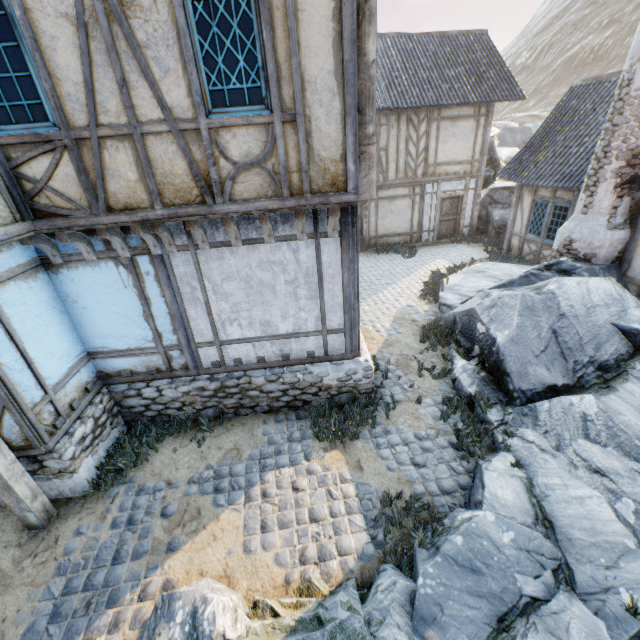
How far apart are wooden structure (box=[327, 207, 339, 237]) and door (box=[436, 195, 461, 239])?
12.2m

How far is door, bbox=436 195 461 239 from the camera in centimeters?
1538cm

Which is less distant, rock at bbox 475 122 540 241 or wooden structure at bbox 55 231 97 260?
wooden structure at bbox 55 231 97 260

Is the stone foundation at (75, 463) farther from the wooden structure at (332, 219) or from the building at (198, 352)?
the wooden structure at (332, 219)

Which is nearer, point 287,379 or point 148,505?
point 148,505

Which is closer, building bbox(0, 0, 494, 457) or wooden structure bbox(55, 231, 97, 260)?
building bbox(0, 0, 494, 457)

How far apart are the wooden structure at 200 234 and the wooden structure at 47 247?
2.1m

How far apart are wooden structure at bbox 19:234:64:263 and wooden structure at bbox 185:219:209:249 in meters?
2.1 m
